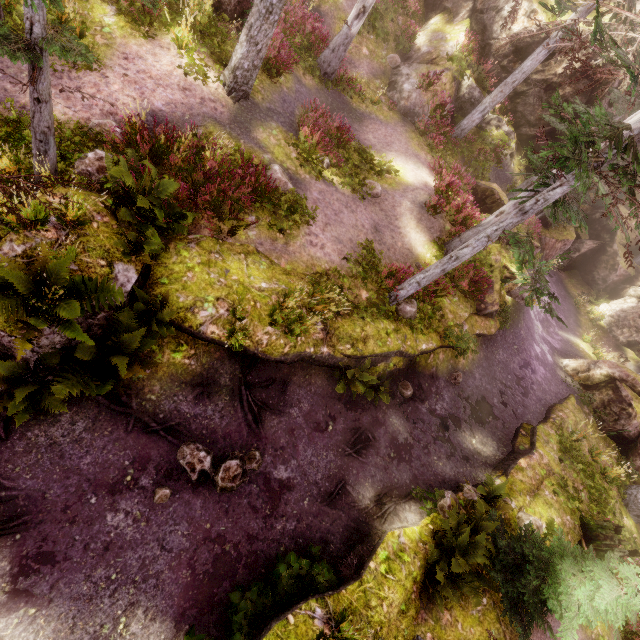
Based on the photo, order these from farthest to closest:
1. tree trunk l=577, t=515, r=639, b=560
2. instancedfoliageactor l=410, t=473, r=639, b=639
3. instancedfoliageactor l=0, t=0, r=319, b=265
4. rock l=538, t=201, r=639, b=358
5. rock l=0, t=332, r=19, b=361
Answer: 1. rock l=538, t=201, r=639, b=358
2. tree trunk l=577, t=515, r=639, b=560
3. instancedfoliageactor l=410, t=473, r=639, b=639
4. rock l=0, t=332, r=19, b=361
5. instancedfoliageactor l=0, t=0, r=319, b=265

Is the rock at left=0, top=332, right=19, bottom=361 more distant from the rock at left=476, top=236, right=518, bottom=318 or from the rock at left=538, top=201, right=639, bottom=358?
the rock at left=538, top=201, right=639, bottom=358

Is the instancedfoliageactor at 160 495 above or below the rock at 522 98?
below

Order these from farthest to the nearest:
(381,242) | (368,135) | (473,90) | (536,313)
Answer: (536,313)
(473,90)
(368,135)
(381,242)

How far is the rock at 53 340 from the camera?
5.3m

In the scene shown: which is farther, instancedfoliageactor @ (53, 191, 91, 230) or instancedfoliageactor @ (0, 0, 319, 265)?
instancedfoliageactor @ (0, 0, 319, 265)

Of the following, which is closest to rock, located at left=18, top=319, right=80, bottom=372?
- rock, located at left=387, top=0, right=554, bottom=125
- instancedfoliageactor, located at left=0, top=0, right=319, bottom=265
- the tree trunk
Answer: instancedfoliageactor, located at left=0, top=0, right=319, bottom=265

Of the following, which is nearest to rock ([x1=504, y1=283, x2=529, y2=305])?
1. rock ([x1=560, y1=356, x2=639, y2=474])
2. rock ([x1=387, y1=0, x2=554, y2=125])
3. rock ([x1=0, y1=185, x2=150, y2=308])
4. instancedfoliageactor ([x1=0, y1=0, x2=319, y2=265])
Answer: instancedfoliageactor ([x1=0, y1=0, x2=319, y2=265])
